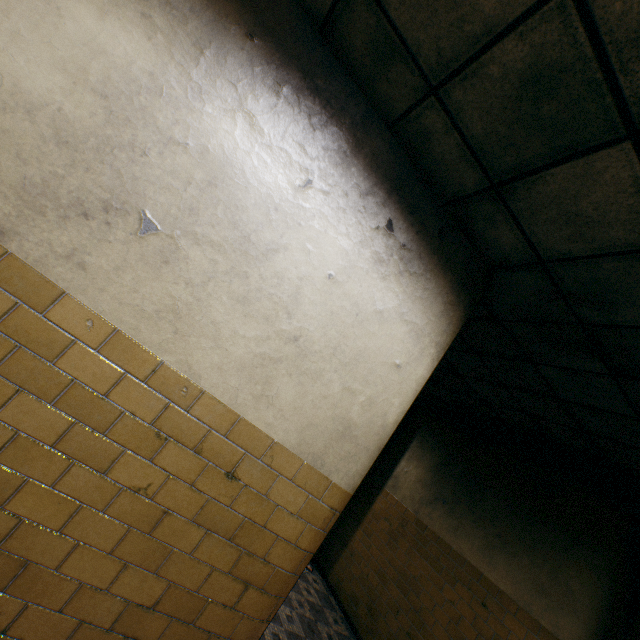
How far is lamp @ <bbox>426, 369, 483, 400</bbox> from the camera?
4.9 meters

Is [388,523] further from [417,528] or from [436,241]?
[436,241]

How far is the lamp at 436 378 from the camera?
4.87m
